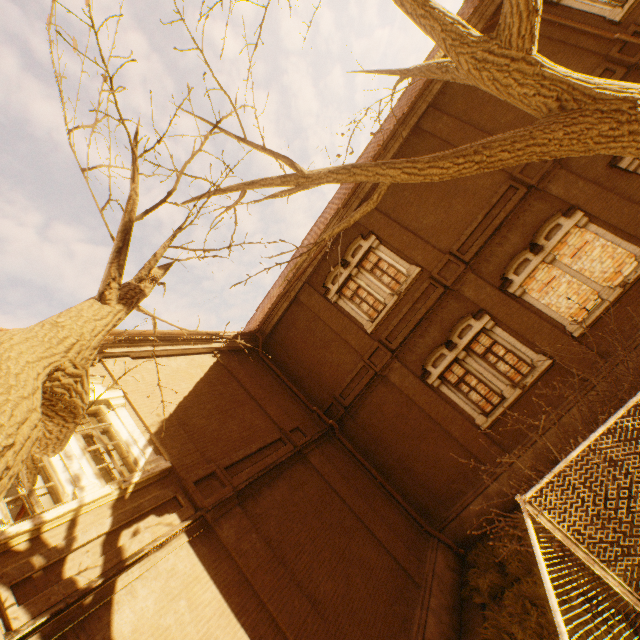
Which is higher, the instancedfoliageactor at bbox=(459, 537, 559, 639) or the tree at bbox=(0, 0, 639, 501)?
the tree at bbox=(0, 0, 639, 501)

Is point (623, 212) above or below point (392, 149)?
below

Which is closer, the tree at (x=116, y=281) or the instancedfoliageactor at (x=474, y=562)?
the tree at (x=116, y=281)

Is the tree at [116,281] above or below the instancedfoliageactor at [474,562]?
above

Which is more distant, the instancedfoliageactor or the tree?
the instancedfoliageactor
